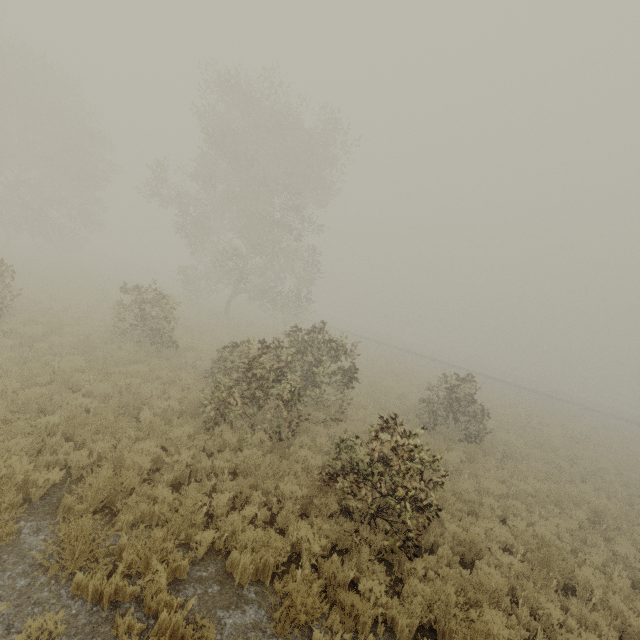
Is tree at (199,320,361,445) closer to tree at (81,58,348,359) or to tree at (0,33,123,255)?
tree at (81,58,348,359)

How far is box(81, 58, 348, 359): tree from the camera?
19.17m

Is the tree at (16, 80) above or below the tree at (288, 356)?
above

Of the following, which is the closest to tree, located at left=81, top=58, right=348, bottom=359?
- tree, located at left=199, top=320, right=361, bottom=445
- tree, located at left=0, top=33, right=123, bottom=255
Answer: tree, located at left=199, top=320, right=361, bottom=445

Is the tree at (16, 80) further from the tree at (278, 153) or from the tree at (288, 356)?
the tree at (288, 356)

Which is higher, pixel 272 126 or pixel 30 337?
pixel 272 126

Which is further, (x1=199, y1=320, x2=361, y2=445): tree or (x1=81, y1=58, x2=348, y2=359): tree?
(x1=81, y1=58, x2=348, y2=359): tree
